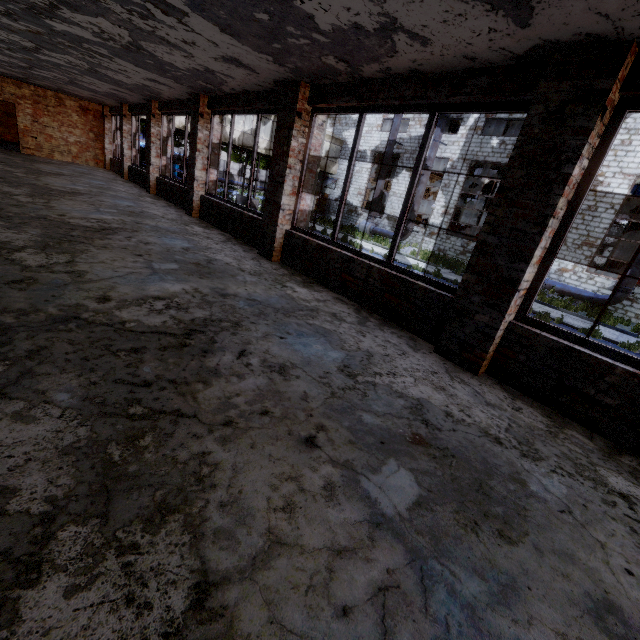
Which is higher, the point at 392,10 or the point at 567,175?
the point at 392,10

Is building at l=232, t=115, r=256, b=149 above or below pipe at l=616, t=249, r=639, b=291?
above

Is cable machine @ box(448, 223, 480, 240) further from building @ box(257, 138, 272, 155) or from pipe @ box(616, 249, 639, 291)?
building @ box(257, 138, 272, 155)

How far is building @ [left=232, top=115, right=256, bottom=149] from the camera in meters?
24.4

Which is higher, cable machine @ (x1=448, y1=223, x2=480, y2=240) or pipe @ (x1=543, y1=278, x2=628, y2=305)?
cable machine @ (x1=448, y1=223, x2=480, y2=240)

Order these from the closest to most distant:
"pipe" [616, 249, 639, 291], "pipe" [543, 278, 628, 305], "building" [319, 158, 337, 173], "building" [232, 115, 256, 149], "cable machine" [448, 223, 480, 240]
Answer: "pipe" [616, 249, 639, 291] < "pipe" [543, 278, 628, 305] < "building" [232, 115, 256, 149] < "cable machine" [448, 223, 480, 240] < "building" [319, 158, 337, 173]

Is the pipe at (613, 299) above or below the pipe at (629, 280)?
below

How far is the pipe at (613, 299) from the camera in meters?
16.4
